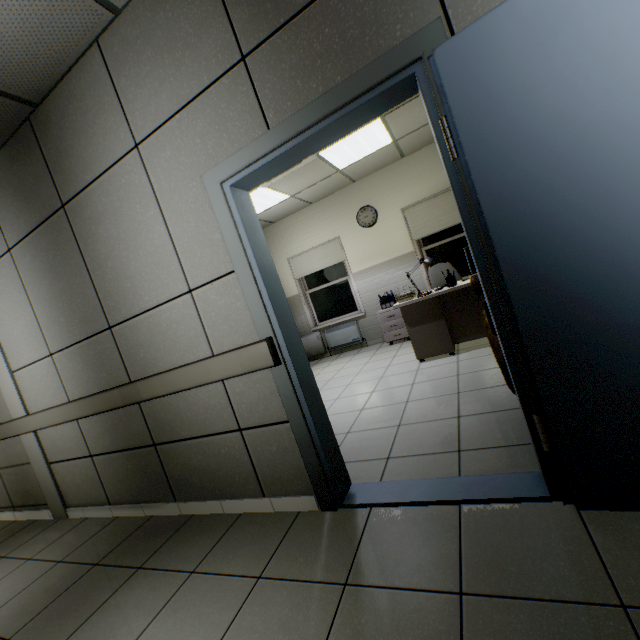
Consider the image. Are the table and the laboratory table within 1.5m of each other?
no

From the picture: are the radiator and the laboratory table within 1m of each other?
yes

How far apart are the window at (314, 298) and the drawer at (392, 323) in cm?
85

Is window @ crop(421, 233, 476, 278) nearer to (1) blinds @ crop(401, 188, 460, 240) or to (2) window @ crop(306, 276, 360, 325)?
(1) blinds @ crop(401, 188, 460, 240)

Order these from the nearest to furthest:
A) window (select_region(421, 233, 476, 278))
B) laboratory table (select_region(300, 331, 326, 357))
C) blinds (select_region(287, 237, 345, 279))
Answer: window (select_region(421, 233, 476, 278)) < blinds (select_region(287, 237, 345, 279)) < laboratory table (select_region(300, 331, 326, 357))

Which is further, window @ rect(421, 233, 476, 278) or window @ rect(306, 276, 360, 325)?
window @ rect(306, 276, 360, 325)

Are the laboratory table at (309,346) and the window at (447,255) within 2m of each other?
no

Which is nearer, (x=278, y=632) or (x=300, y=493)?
(x=278, y=632)
